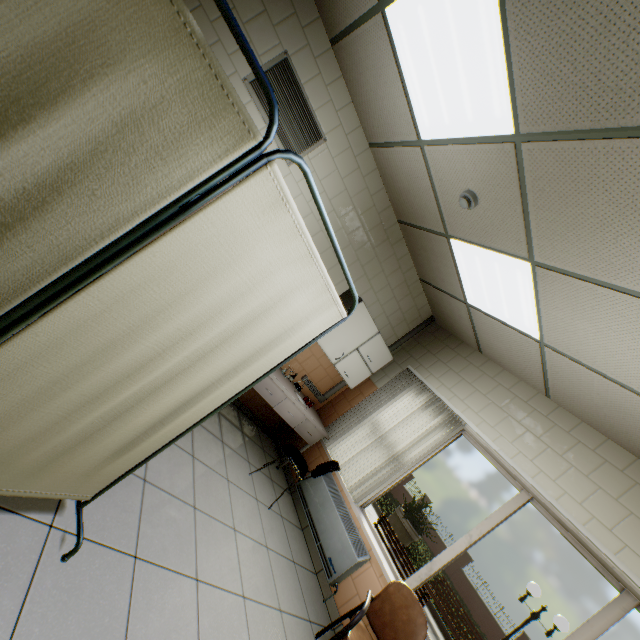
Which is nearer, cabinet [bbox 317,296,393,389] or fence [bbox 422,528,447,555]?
cabinet [bbox 317,296,393,389]

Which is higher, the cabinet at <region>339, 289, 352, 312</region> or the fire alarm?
the fire alarm

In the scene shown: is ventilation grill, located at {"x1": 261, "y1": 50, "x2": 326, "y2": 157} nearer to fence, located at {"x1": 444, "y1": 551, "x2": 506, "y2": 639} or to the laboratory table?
the laboratory table

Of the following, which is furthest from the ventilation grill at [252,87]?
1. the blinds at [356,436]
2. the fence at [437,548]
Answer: the fence at [437,548]

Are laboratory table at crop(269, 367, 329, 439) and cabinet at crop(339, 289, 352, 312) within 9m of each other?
yes

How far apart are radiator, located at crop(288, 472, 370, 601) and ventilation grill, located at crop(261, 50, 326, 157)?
3.8 meters

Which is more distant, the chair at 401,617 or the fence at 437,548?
the fence at 437,548

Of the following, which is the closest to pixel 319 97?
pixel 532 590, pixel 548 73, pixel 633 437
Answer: pixel 548 73
